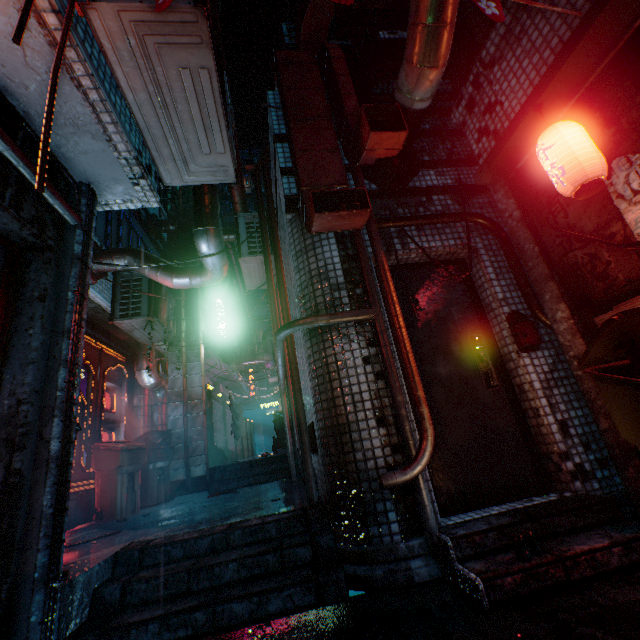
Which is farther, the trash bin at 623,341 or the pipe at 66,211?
the pipe at 66,211

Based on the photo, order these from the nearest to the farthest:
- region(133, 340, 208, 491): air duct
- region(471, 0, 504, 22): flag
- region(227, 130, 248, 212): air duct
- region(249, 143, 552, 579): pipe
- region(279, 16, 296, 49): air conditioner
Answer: region(471, 0, 504, 22): flag, region(249, 143, 552, 579): pipe, region(227, 130, 248, 212): air duct, region(133, 340, 208, 491): air duct, region(279, 16, 296, 49): air conditioner

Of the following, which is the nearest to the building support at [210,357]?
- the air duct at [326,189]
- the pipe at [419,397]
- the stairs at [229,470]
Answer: the air duct at [326,189]

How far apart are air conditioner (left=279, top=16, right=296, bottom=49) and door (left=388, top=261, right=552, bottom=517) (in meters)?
8.70

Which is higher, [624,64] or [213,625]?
[624,64]

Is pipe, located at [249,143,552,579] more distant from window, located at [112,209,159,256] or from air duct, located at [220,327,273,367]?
air duct, located at [220,327,273,367]

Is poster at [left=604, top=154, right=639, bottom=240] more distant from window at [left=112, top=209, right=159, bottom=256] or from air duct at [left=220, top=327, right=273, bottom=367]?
air duct at [left=220, top=327, right=273, bottom=367]

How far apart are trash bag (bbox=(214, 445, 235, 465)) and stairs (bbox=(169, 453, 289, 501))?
1.6m
